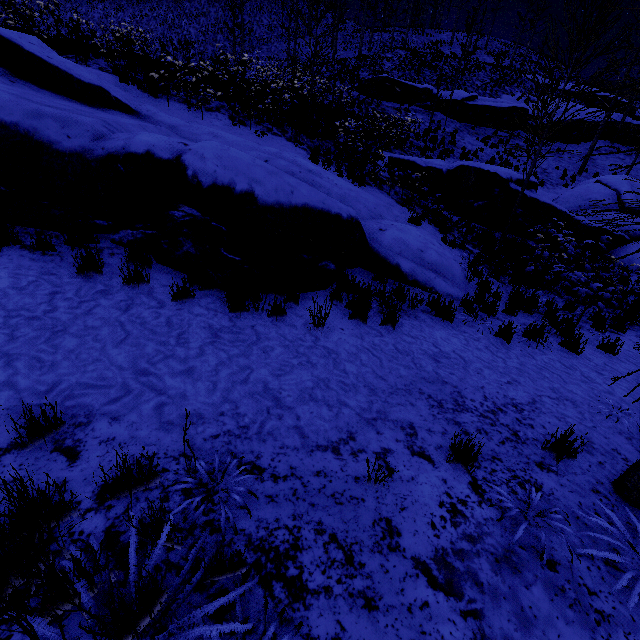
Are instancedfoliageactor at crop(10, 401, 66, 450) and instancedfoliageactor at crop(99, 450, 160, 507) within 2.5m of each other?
yes

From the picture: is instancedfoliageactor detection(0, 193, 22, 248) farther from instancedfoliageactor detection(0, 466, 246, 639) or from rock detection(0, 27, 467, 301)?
instancedfoliageactor detection(0, 466, 246, 639)

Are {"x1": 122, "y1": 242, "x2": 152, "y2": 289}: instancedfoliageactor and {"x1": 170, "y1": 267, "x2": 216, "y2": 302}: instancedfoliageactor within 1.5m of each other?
yes

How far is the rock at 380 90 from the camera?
23.8 meters

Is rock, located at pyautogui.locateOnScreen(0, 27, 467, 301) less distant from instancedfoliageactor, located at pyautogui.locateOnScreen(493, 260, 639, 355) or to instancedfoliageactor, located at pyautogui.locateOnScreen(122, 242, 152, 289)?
instancedfoliageactor, located at pyautogui.locateOnScreen(122, 242, 152, 289)

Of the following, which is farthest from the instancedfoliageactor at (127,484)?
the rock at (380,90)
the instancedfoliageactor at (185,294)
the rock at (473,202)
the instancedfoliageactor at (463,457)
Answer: the rock at (380,90)

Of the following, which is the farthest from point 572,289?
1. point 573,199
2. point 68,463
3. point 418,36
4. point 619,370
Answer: point 418,36

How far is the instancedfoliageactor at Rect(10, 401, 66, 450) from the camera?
2.31m
